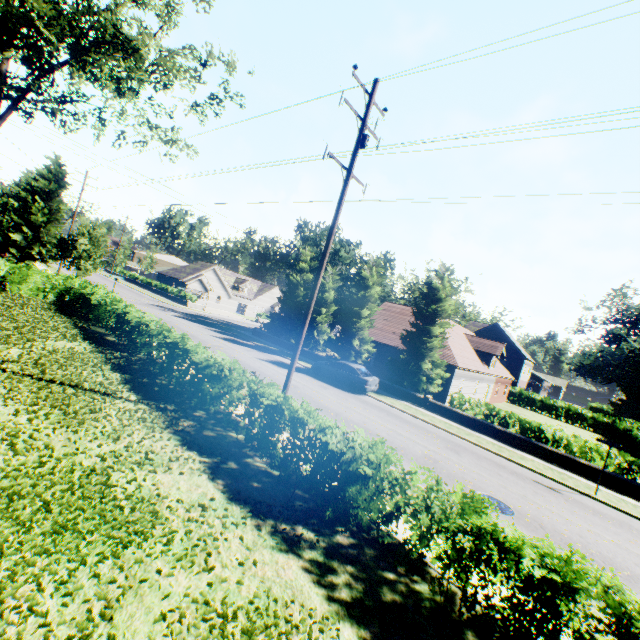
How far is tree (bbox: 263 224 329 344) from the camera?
33.1 meters

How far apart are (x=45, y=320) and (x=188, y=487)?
14.9m

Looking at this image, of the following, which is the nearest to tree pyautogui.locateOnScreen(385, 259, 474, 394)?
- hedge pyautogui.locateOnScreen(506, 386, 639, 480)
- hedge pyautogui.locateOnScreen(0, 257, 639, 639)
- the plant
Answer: hedge pyautogui.locateOnScreen(506, 386, 639, 480)

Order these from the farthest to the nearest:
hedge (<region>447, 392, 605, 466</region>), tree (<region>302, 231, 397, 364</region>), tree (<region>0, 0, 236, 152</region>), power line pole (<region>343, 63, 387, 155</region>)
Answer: tree (<region>302, 231, 397, 364</region>) → hedge (<region>447, 392, 605, 466</region>) → tree (<region>0, 0, 236, 152</region>) → power line pole (<region>343, 63, 387, 155</region>)

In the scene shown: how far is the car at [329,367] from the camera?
20.7 meters

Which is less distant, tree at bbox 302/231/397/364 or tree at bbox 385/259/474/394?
tree at bbox 385/259/474/394

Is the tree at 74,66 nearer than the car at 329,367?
Yes

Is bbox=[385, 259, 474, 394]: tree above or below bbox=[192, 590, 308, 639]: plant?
above
